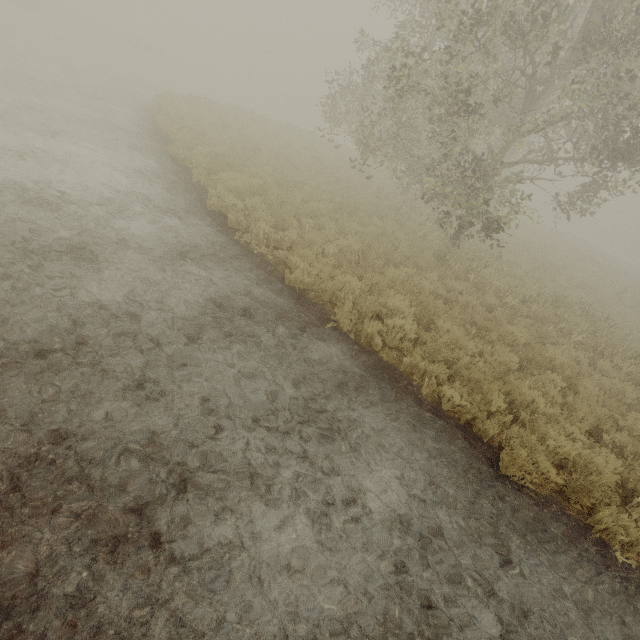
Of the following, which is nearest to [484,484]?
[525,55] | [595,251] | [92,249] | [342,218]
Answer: [92,249]
